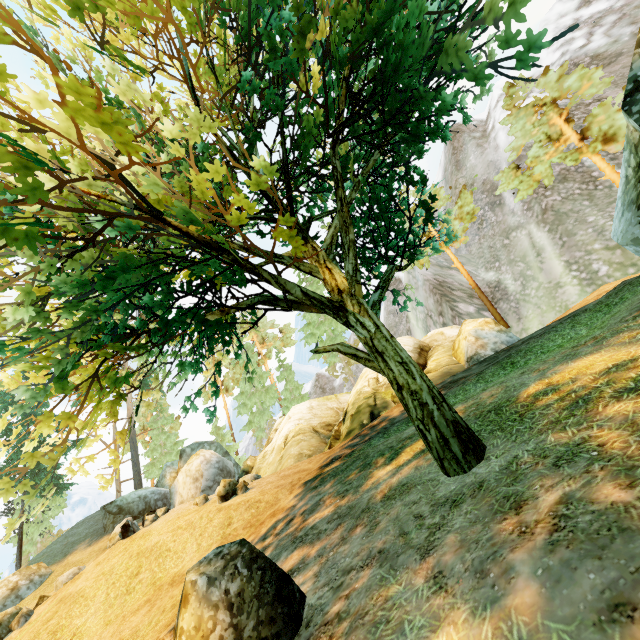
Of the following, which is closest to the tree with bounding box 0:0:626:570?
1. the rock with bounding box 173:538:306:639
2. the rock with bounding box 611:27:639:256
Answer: the rock with bounding box 173:538:306:639

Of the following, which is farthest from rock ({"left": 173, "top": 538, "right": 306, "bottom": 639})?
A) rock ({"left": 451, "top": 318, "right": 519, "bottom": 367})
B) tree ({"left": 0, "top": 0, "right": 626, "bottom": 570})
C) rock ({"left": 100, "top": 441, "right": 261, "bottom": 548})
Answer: rock ({"left": 100, "top": 441, "right": 261, "bottom": 548})

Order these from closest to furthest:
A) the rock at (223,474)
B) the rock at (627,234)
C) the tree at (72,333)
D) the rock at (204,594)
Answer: the rock at (204,594)
the tree at (72,333)
the rock at (627,234)
the rock at (223,474)

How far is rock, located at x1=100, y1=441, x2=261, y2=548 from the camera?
14.71m

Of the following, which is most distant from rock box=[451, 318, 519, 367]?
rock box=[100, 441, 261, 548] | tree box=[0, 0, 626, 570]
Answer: rock box=[100, 441, 261, 548]

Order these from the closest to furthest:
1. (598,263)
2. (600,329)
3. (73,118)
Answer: (73,118), (600,329), (598,263)

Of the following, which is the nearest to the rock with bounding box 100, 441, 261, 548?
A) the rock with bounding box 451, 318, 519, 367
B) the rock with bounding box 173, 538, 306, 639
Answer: the rock with bounding box 451, 318, 519, 367

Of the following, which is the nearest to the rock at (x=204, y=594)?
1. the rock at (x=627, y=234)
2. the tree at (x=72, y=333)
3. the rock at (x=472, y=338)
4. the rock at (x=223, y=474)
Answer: the tree at (x=72, y=333)
